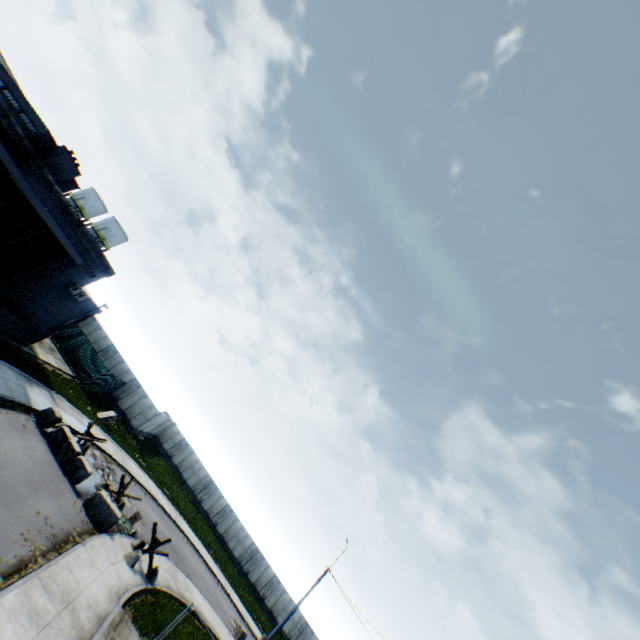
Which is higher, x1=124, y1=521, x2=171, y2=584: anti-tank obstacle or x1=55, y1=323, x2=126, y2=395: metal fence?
x1=55, y1=323, x2=126, y2=395: metal fence

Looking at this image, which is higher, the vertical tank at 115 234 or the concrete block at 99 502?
the vertical tank at 115 234

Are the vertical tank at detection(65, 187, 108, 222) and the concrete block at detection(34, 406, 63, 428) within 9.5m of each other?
no

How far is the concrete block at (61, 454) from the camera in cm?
1636

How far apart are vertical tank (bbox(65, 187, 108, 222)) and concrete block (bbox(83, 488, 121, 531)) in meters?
46.8

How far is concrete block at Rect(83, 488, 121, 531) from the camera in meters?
16.0 m

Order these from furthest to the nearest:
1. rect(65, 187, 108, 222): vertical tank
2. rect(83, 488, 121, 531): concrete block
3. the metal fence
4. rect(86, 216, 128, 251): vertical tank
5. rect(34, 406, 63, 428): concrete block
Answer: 1. rect(65, 187, 108, 222): vertical tank
2. rect(86, 216, 128, 251): vertical tank
3. the metal fence
4. rect(34, 406, 63, 428): concrete block
5. rect(83, 488, 121, 531): concrete block

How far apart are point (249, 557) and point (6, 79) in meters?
53.9
